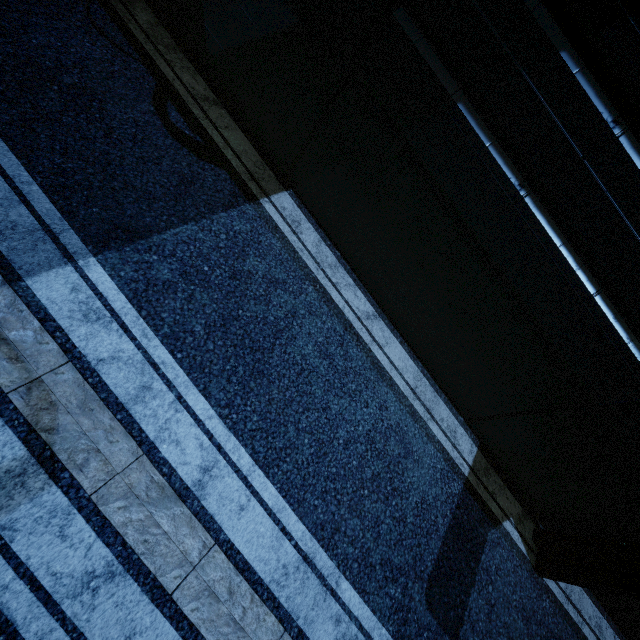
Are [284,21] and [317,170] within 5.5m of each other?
yes
